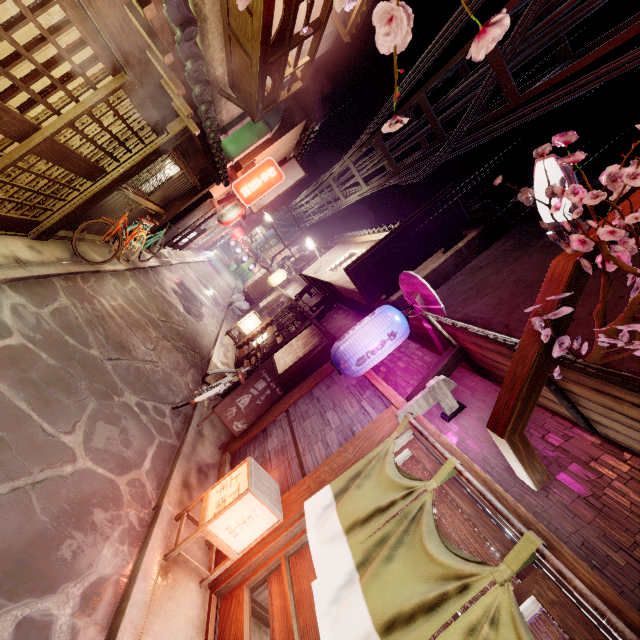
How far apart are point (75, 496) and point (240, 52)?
13.2m

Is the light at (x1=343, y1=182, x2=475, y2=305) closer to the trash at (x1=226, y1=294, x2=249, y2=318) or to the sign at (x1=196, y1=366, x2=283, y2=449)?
the sign at (x1=196, y1=366, x2=283, y2=449)

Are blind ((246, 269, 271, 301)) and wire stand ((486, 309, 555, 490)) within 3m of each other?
no

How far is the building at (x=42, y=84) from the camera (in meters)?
9.05

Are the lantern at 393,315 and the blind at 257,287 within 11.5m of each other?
no

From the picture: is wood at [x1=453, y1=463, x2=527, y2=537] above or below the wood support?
below

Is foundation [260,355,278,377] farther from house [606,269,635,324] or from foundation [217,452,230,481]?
house [606,269,635,324]

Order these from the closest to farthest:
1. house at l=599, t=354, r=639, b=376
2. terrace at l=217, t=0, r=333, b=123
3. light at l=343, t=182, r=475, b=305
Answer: house at l=599, t=354, r=639, b=376 < terrace at l=217, t=0, r=333, b=123 < light at l=343, t=182, r=475, b=305
